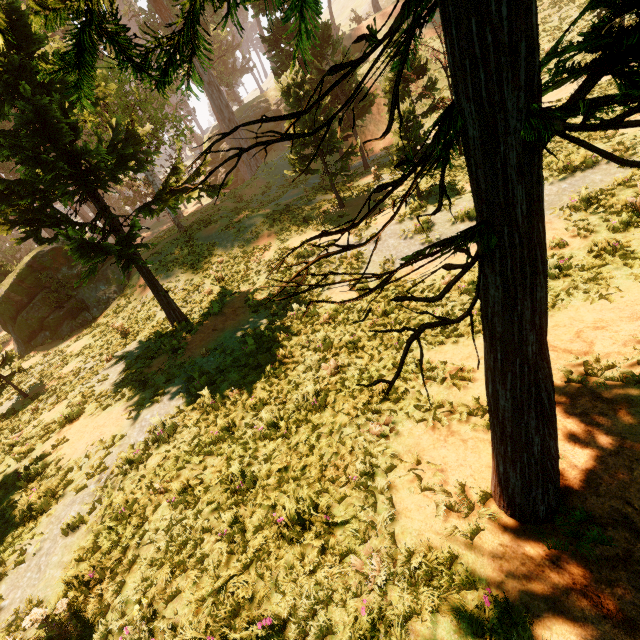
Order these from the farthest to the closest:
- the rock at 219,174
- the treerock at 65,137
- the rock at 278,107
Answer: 1. the rock at 219,174
2. the rock at 278,107
3. the treerock at 65,137

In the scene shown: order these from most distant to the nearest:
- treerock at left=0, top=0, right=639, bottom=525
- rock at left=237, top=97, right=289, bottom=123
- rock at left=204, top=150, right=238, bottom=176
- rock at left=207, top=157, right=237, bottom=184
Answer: rock at left=207, top=157, right=237, bottom=184
rock at left=204, top=150, right=238, bottom=176
rock at left=237, top=97, right=289, bottom=123
treerock at left=0, top=0, right=639, bottom=525

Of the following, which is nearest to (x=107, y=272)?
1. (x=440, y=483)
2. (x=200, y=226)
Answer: (x=200, y=226)

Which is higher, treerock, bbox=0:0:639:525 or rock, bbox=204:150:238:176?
rock, bbox=204:150:238:176

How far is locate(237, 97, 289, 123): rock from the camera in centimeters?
3991cm

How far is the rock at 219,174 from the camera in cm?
4267
